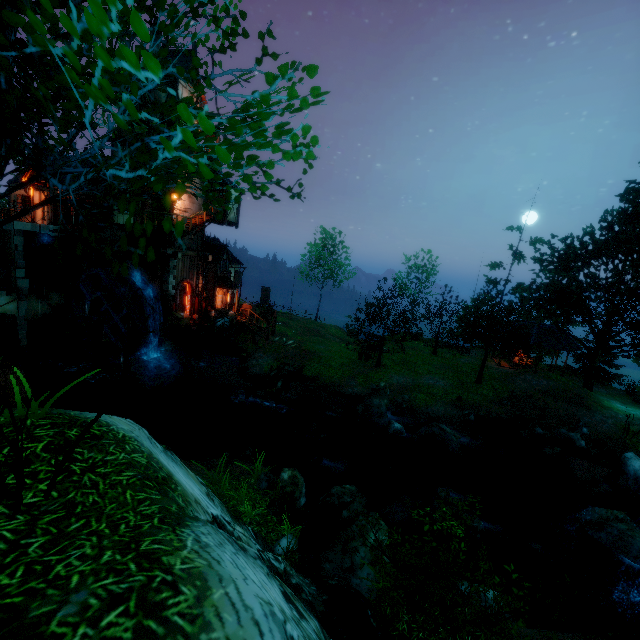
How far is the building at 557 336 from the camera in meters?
26.9

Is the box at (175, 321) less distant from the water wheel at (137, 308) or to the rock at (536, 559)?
the water wheel at (137, 308)

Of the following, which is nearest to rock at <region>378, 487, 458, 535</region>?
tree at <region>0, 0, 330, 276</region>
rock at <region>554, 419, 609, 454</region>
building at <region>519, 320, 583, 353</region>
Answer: rock at <region>554, 419, 609, 454</region>

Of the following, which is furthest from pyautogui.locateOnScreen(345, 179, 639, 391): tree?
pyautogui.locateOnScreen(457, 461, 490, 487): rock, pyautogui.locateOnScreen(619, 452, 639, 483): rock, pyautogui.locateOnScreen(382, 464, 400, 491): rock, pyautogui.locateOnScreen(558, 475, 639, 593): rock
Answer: pyautogui.locateOnScreen(382, 464, 400, 491): rock

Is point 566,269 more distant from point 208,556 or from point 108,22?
point 108,22

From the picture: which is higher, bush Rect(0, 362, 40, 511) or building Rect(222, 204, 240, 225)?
building Rect(222, 204, 240, 225)

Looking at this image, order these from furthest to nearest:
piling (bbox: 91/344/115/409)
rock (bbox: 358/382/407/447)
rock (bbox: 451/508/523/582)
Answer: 1. piling (bbox: 91/344/115/409)
2. rock (bbox: 358/382/407/447)
3. rock (bbox: 451/508/523/582)

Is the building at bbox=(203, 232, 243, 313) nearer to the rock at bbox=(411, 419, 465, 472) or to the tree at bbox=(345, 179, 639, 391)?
the tree at bbox=(345, 179, 639, 391)
